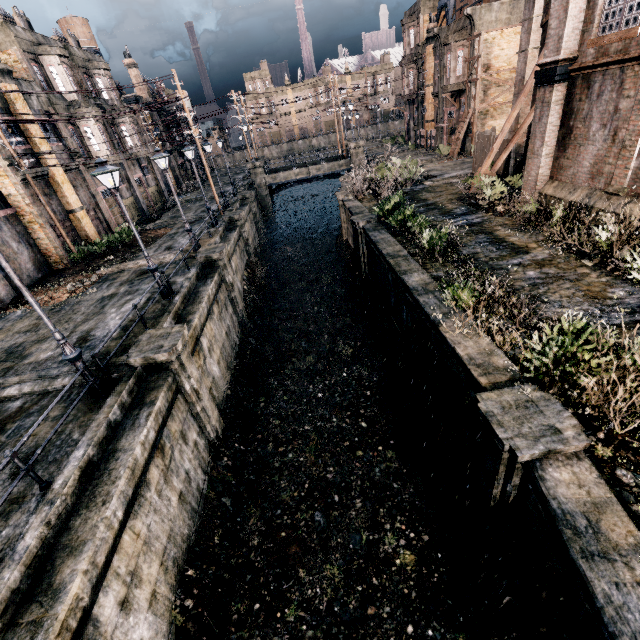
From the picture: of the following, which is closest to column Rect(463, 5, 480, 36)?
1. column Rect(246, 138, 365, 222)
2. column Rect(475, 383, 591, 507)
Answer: column Rect(246, 138, 365, 222)

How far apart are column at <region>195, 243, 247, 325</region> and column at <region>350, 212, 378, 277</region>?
7.9m

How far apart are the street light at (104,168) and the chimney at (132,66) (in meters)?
41.93

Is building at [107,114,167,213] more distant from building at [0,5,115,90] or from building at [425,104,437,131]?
building at [425,104,437,131]

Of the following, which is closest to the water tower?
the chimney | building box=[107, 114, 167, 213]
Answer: the chimney

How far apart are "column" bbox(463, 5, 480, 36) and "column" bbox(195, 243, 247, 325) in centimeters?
3166cm

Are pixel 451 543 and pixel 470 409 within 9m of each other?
yes

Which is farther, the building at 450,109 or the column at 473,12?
the building at 450,109
